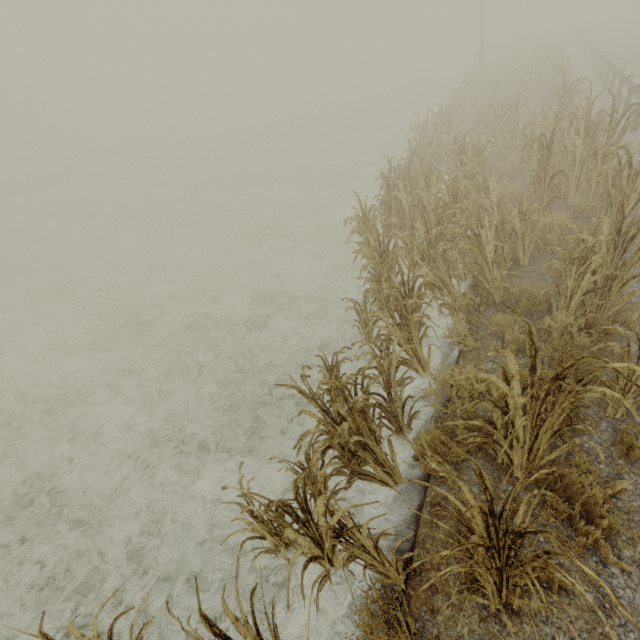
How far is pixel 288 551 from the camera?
3.4m

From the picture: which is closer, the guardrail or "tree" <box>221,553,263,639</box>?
"tree" <box>221,553,263,639</box>

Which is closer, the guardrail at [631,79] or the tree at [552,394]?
the tree at [552,394]

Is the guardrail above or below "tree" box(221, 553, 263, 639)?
above
